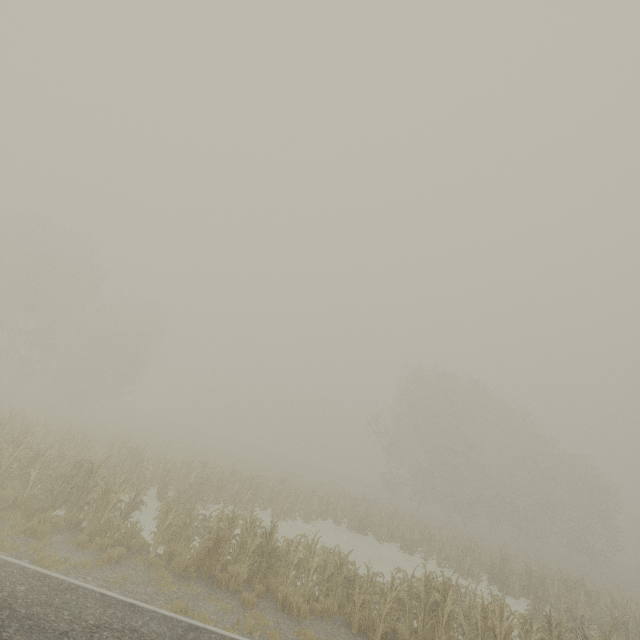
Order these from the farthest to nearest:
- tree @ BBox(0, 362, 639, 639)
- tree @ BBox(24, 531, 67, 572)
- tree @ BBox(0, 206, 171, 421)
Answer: tree @ BBox(0, 206, 171, 421)
tree @ BBox(0, 362, 639, 639)
tree @ BBox(24, 531, 67, 572)

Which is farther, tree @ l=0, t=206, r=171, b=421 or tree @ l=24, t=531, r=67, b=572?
tree @ l=0, t=206, r=171, b=421

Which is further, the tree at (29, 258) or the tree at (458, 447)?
the tree at (29, 258)

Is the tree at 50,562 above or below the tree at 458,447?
below

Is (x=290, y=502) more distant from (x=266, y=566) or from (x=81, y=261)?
(x=81, y=261)

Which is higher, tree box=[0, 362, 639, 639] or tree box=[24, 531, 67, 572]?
tree box=[0, 362, 639, 639]

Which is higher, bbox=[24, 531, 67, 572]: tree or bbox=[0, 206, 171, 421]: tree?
bbox=[0, 206, 171, 421]: tree

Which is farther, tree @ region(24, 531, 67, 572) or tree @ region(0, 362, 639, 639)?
tree @ region(0, 362, 639, 639)
